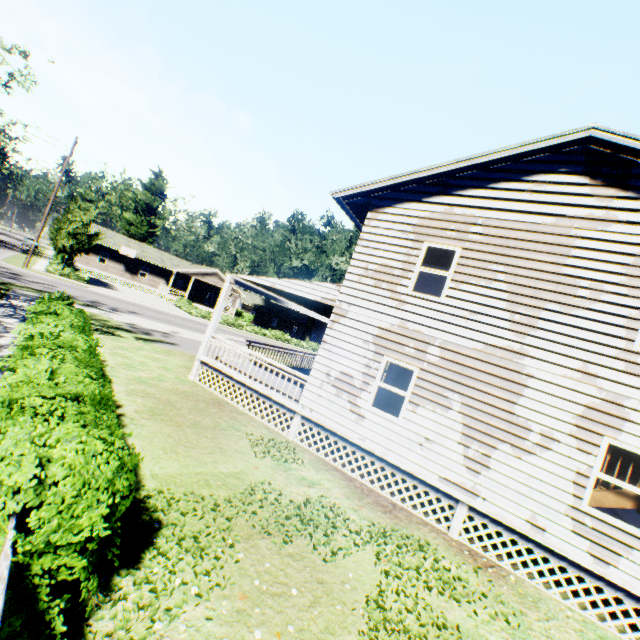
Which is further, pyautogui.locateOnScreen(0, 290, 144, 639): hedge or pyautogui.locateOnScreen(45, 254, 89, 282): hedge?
pyautogui.locateOnScreen(45, 254, 89, 282): hedge

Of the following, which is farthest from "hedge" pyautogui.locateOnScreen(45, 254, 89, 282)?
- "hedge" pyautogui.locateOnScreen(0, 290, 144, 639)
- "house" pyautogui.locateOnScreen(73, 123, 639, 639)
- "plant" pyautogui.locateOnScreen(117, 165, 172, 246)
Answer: "hedge" pyautogui.locateOnScreen(0, 290, 144, 639)

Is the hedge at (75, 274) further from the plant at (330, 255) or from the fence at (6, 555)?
the fence at (6, 555)

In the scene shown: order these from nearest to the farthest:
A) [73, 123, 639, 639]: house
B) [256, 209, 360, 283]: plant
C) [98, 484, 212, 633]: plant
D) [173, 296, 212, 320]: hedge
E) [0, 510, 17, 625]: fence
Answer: [0, 510, 17, 625]: fence → [98, 484, 212, 633]: plant → [73, 123, 639, 639]: house → [173, 296, 212, 320]: hedge → [256, 209, 360, 283]: plant

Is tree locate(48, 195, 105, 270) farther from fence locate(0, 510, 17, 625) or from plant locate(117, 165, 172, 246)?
fence locate(0, 510, 17, 625)

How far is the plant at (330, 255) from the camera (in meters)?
45.72

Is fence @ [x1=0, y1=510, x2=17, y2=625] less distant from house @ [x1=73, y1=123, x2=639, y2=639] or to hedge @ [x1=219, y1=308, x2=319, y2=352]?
house @ [x1=73, y1=123, x2=639, y2=639]

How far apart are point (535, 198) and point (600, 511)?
11.1 meters
